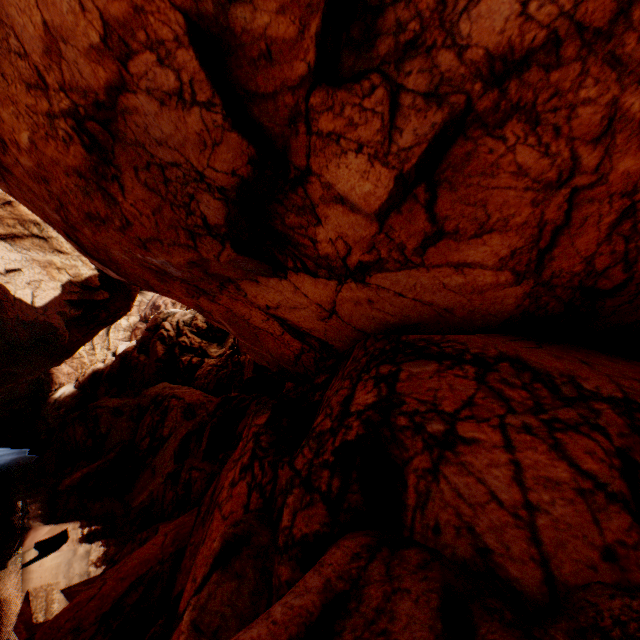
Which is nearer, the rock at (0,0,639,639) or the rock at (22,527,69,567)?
the rock at (0,0,639,639)

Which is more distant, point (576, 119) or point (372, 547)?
point (576, 119)

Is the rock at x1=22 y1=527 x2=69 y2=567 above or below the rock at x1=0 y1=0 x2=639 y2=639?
below

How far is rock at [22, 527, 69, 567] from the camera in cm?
1540

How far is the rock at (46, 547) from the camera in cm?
1540

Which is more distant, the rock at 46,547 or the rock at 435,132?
the rock at 46,547
